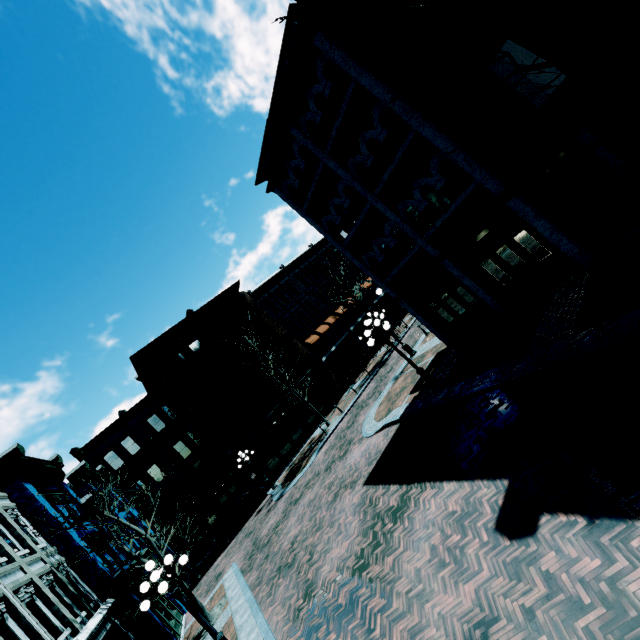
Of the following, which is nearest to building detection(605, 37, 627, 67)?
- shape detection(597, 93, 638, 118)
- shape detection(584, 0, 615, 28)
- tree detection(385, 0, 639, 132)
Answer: shape detection(584, 0, 615, 28)

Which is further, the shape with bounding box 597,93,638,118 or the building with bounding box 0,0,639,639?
the shape with bounding box 597,93,638,118

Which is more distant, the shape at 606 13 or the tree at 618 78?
the shape at 606 13

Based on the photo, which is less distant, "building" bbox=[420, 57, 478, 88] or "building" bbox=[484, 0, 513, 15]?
"building" bbox=[484, 0, 513, 15]

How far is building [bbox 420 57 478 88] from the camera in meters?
9.0 m

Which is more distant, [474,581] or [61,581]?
[61,581]

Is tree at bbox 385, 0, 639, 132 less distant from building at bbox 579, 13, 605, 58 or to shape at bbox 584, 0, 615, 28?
building at bbox 579, 13, 605, 58

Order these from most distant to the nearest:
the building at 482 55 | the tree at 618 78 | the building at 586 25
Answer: the building at 482 55, the building at 586 25, the tree at 618 78
